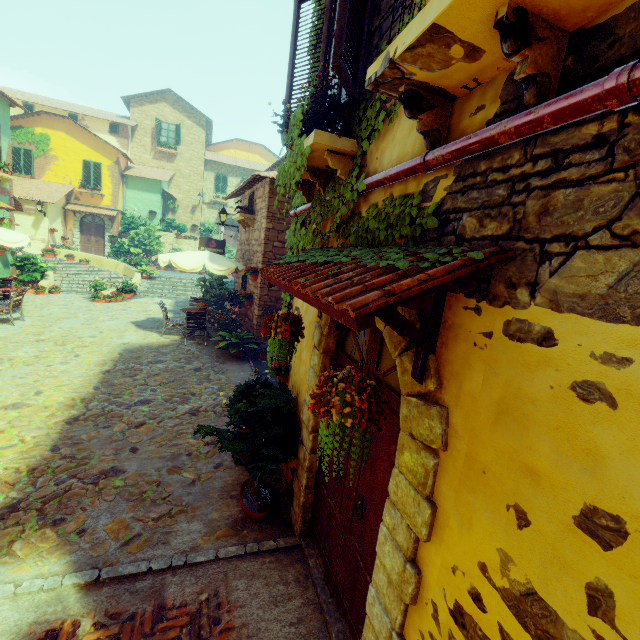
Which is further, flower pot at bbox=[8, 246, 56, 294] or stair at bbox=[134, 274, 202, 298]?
stair at bbox=[134, 274, 202, 298]

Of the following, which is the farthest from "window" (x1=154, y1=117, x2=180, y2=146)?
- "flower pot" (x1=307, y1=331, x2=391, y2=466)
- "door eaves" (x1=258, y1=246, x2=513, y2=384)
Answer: "flower pot" (x1=307, y1=331, x2=391, y2=466)

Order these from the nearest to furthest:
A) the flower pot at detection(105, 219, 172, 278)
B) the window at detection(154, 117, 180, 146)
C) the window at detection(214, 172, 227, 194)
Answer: the flower pot at detection(105, 219, 172, 278) < the window at detection(154, 117, 180, 146) < the window at detection(214, 172, 227, 194)

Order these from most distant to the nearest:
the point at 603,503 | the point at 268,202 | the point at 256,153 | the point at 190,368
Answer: the point at 256,153, the point at 268,202, the point at 190,368, the point at 603,503

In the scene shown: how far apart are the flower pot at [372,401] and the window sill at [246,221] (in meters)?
9.07

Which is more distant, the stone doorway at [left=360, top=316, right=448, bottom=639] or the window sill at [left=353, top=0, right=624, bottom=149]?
the stone doorway at [left=360, top=316, right=448, bottom=639]

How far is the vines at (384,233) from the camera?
1.8 meters

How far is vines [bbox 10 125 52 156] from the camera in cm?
1997
